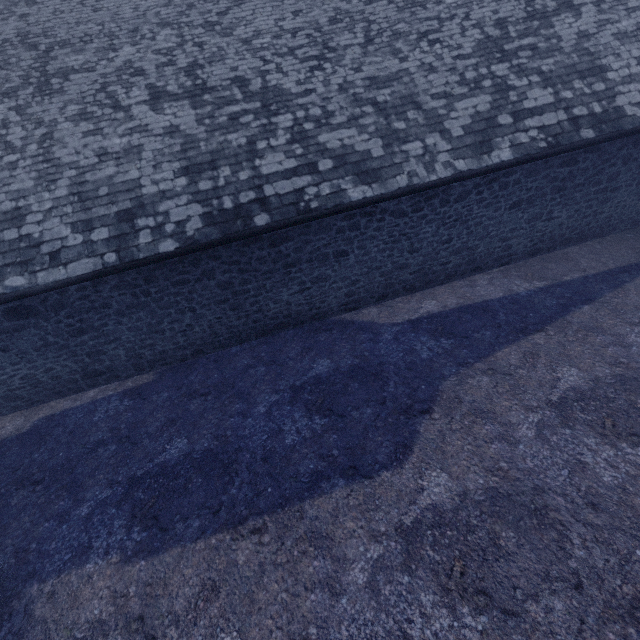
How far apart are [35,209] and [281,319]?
5.7 meters
